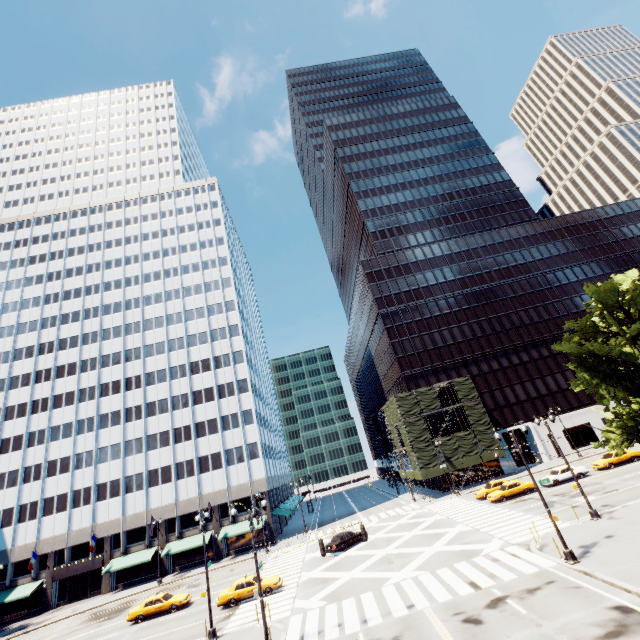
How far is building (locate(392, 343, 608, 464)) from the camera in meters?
53.4 m

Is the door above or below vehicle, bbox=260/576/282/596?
above

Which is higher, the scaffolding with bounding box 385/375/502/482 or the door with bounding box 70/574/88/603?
the scaffolding with bounding box 385/375/502/482

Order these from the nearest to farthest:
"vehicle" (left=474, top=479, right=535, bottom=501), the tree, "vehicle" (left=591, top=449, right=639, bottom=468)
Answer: the tree
"vehicle" (left=474, top=479, right=535, bottom=501)
"vehicle" (left=591, top=449, right=639, bottom=468)

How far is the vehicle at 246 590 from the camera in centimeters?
2597cm

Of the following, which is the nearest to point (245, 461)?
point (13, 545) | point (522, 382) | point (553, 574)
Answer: point (13, 545)

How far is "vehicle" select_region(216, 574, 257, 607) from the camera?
26.0m

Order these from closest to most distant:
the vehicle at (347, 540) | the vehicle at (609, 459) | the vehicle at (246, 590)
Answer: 1. the vehicle at (246, 590)
2. the vehicle at (347, 540)
3. the vehicle at (609, 459)
